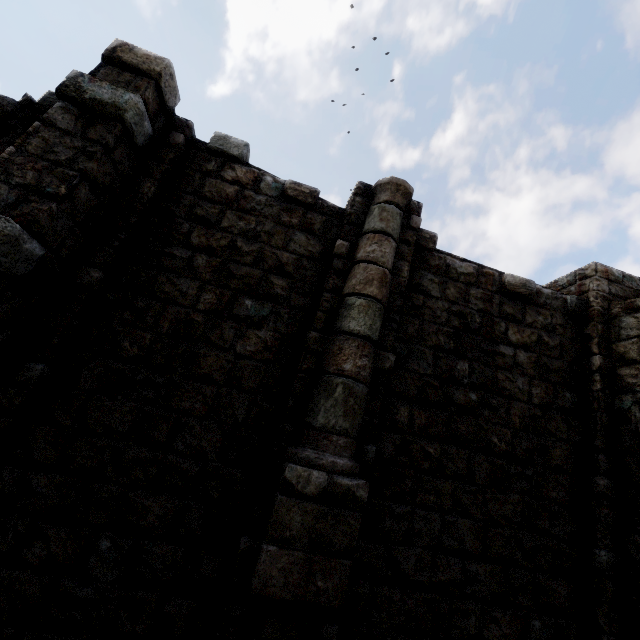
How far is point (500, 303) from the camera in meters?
5.9 m
